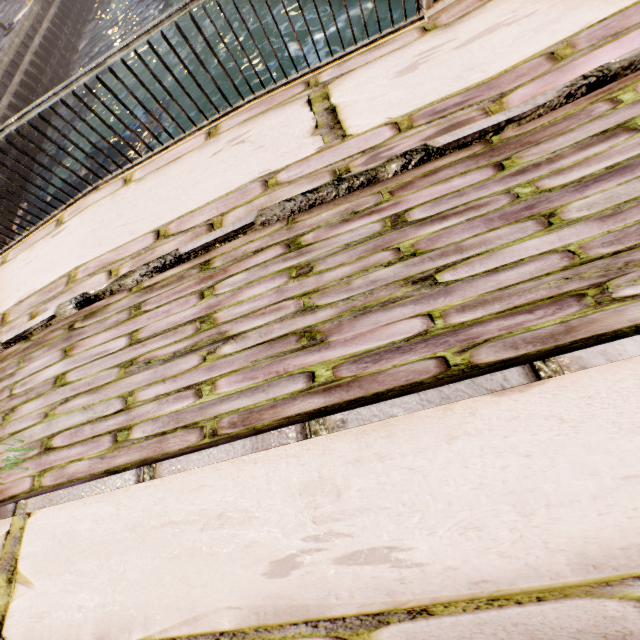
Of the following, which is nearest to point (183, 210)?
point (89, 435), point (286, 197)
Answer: point (286, 197)
